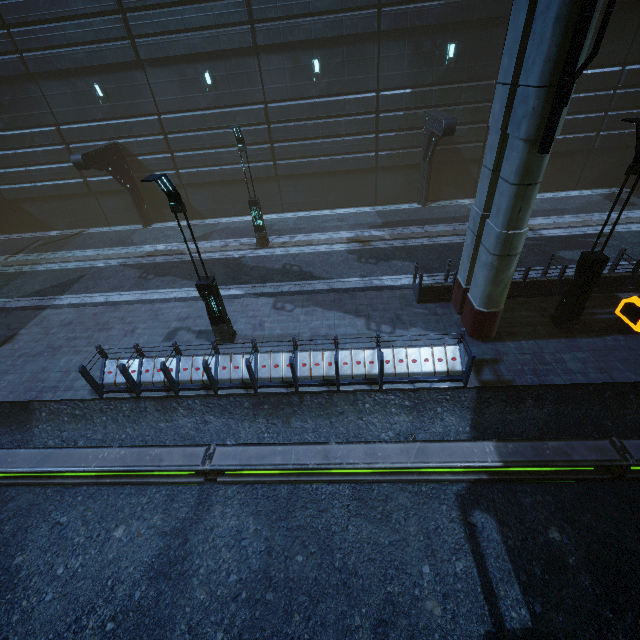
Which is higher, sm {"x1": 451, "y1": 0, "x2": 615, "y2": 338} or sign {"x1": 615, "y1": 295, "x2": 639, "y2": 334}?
sm {"x1": 451, "y1": 0, "x2": 615, "y2": 338}

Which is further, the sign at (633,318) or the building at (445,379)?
the sign at (633,318)

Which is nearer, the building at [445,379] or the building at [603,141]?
the building at [445,379]

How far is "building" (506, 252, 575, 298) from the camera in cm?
1110

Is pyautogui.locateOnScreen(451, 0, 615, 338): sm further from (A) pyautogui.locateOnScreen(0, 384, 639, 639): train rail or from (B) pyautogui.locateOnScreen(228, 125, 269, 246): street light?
(B) pyautogui.locateOnScreen(228, 125, 269, 246): street light

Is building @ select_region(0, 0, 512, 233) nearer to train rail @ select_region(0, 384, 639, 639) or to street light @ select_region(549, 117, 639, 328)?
train rail @ select_region(0, 384, 639, 639)

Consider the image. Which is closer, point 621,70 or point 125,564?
point 125,564

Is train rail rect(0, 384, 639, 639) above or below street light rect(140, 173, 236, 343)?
below
